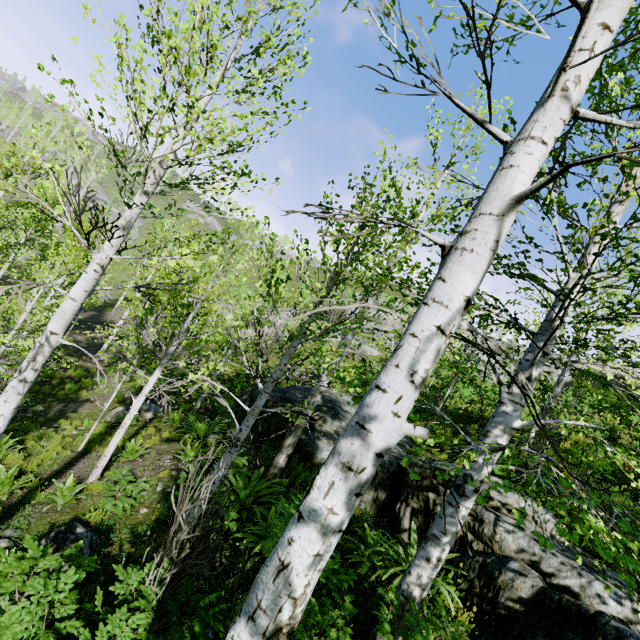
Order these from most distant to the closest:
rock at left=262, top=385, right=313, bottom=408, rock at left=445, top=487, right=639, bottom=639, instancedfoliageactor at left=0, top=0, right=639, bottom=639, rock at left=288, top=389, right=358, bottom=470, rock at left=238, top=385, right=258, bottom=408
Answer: rock at left=238, top=385, right=258, bottom=408 → rock at left=262, top=385, right=313, bottom=408 → rock at left=288, top=389, right=358, bottom=470 → rock at left=445, top=487, right=639, bottom=639 → instancedfoliageactor at left=0, top=0, right=639, bottom=639

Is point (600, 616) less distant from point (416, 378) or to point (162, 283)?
point (416, 378)

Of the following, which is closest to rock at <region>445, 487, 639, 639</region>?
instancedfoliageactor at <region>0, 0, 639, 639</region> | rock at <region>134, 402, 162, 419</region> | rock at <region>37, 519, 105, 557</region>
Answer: instancedfoliageactor at <region>0, 0, 639, 639</region>

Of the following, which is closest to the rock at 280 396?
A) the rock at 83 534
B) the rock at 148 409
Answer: the rock at 148 409

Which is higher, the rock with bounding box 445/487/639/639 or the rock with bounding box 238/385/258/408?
the rock with bounding box 445/487/639/639

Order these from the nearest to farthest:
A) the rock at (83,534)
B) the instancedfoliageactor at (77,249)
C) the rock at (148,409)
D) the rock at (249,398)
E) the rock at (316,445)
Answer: the instancedfoliageactor at (77,249)
the rock at (83,534)
the rock at (316,445)
the rock at (249,398)
the rock at (148,409)

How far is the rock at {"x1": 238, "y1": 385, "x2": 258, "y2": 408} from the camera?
11.2m

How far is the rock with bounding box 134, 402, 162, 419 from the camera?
12.5m
